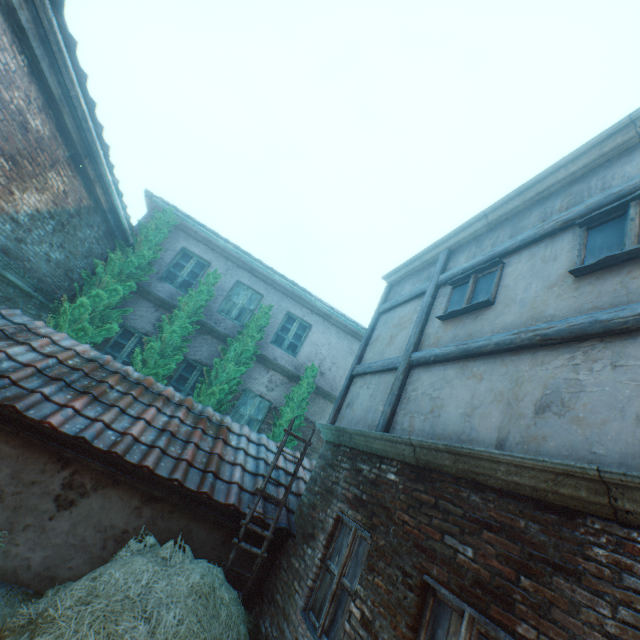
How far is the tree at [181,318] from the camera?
8.4m

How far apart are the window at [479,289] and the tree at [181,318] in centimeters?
651cm

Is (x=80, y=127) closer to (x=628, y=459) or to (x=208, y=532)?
(x=208, y=532)

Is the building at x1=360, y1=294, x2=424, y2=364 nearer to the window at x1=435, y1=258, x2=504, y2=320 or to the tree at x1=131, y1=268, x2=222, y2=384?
the window at x1=435, y1=258, x2=504, y2=320

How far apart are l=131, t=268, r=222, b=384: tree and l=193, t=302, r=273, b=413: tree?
0.69m

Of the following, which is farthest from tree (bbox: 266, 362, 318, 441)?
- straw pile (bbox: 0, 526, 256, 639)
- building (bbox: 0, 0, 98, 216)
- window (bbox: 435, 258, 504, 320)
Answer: window (bbox: 435, 258, 504, 320)

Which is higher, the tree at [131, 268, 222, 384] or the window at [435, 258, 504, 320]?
the window at [435, 258, 504, 320]

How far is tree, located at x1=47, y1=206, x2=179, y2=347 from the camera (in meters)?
7.90
